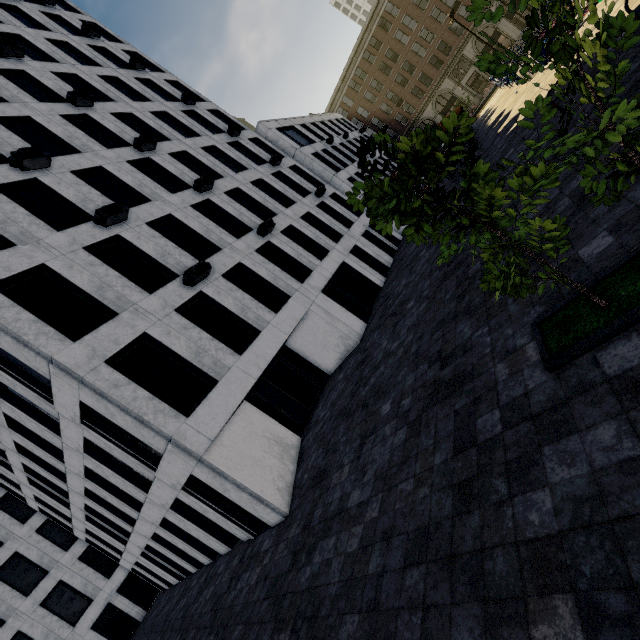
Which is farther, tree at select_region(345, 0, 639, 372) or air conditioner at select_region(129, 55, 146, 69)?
air conditioner at select_region(129, 55, 146, 69)

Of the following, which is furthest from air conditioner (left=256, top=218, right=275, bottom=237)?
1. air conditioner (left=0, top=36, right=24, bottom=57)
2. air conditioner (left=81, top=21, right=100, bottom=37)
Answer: air conditioner (left=81, top=21, right=100, bottom=37)

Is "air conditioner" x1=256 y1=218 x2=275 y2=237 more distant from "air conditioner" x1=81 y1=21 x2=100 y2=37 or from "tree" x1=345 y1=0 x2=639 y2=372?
"air conditioner" x1=81 y1=21 x2=100 y2=37

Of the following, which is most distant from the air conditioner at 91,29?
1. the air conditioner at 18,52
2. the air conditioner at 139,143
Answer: the air conditioner at 139,143

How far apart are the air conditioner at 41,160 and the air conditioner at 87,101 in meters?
5.8 m

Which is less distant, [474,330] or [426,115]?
[474,330]

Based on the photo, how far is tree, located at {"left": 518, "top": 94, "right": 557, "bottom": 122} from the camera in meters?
2.9

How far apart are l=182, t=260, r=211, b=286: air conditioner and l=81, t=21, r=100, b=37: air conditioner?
23.70m
